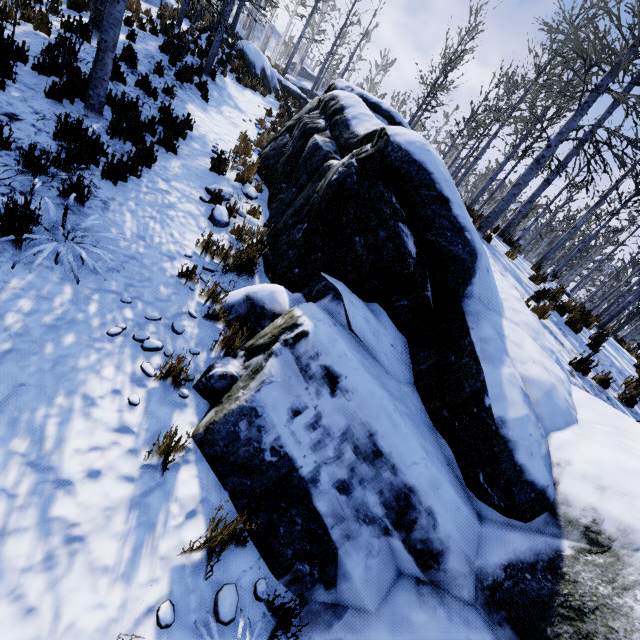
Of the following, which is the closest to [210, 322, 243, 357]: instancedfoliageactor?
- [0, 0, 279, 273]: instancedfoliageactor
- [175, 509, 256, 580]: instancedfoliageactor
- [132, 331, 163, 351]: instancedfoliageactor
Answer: [175, 509, 256, 580]: instancedfoliageactor

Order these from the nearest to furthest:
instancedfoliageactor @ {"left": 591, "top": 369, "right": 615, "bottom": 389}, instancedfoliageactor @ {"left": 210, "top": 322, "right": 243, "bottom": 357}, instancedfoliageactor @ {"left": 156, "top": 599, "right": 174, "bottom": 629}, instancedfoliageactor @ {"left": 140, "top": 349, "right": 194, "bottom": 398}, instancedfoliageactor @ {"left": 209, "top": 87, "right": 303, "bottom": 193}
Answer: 1. instancedfoliageactor @ {"left": 156, "top": 599, "right": 174, "bottom": 629}
2. instancedfoliageactor @ {"left": 140, "top": 349, "right": 194, "bottom": 398}
3. instancedfoliageactor @ {"left": 210, "top": 322, "right": 243, "bottom": 357}
4. instancedfoliageactor @ {"left": 591, "top": 369, "right": 615, "bottom": 389}
5. instancedfoliageactor @ {"left": 209, "top": 87, "right": 303, "bottom": 193}

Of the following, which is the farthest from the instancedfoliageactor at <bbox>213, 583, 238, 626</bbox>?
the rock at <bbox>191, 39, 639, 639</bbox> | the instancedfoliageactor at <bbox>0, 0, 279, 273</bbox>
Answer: the instancedfoliageactor at <bbox>0, 0, 279, 273</bbox>

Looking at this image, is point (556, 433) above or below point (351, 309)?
above

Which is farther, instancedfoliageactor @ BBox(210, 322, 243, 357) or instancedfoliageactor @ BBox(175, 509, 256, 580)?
instancedfoliageactor @ BBox(210, 322, 243, 357)

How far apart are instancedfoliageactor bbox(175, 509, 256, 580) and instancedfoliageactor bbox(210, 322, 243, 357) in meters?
1.5 m

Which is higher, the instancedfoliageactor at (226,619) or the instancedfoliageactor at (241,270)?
the instancedfoliageactor at (241,270)

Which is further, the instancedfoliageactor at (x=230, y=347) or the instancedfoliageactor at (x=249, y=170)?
the instancedfoliageactor at (x=249, y=170)
